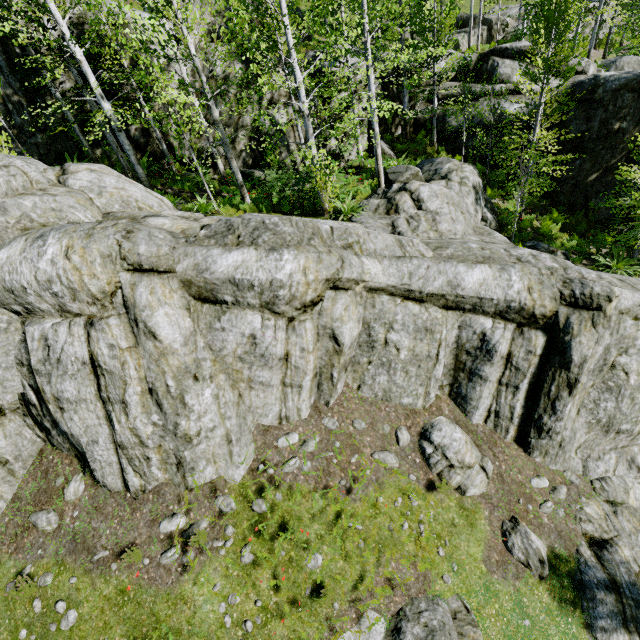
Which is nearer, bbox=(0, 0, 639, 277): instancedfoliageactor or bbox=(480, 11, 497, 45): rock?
bbox=(0, 0, 639, 277): instancedfoliageactor

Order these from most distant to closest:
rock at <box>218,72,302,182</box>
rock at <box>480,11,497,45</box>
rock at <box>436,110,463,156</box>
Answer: rock at <box>480,11,497,45</box> < rock at <box>436,110,463,156</box> < rock at <box>218,72,302,182</box>

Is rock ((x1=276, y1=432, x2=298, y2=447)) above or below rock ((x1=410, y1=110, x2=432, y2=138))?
below

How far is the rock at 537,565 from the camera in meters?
7.4 m

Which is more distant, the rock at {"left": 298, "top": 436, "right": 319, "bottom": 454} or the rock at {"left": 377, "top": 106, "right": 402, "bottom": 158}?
the rock at {"left": 377, "top": 106, "right": 402, "bottom": 158}

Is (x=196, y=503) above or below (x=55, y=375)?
below
